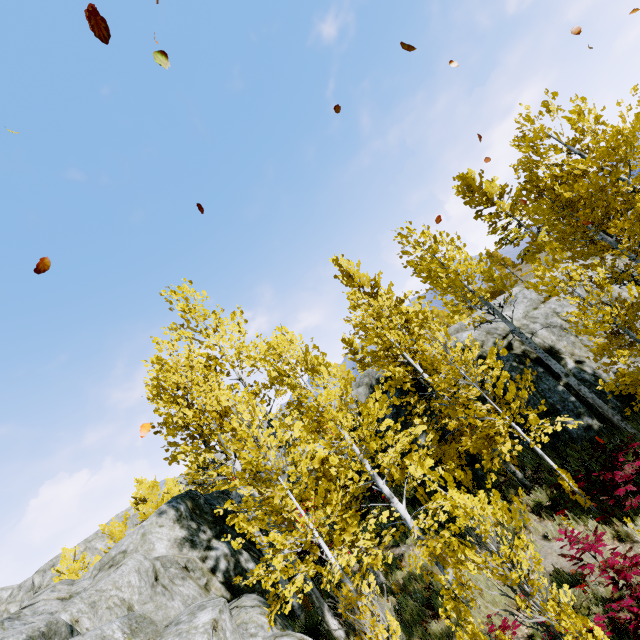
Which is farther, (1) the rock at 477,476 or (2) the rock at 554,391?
(1) the rock at 477,476

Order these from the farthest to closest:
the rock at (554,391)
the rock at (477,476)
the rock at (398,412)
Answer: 1. the rock at (398,412)
2. the rock at (477,476)
3. the rock at (554,391)

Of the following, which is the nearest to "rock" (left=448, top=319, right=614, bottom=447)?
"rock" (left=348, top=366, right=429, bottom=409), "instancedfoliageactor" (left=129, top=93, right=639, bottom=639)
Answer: "instancedfoliageactor" (left=129, top=93, right=639, bottom=639)

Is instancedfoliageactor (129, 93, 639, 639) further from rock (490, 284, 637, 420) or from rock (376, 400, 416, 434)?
rock (376, 400, 416, 434)

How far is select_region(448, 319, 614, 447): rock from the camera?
10.6m

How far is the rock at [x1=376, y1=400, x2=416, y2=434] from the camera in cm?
1301

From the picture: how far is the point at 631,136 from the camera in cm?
836

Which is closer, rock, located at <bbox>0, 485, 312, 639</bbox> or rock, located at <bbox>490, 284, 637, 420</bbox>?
rock, located at <bbox>0, 485, 312, 639</bbox>
